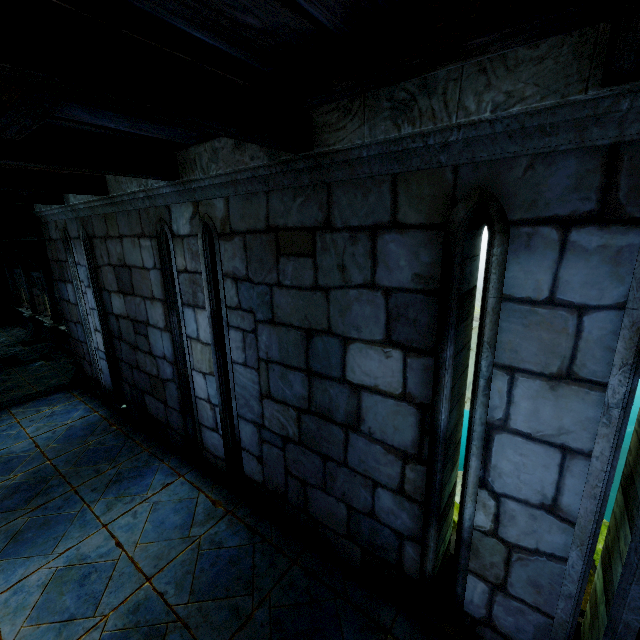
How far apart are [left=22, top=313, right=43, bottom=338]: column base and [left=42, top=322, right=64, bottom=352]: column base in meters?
2.0

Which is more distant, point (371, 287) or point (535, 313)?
point (371, 287)

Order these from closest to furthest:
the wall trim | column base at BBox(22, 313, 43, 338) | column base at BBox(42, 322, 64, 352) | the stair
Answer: the stair → column base at BBox(42, 322, 64, 352) → column base at BBox(22, 313, 43, 338) → the wall trim

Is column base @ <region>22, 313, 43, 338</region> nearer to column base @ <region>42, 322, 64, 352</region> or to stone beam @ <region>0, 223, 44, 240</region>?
column base @ <region>42, 322, 64, 352</region>

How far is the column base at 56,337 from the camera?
13.13m

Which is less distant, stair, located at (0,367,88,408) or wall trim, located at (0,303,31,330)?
stair, located at (0,367,88,408)

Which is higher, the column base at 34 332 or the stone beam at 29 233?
the stone beam at 29 233

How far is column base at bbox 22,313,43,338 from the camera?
15.0m
